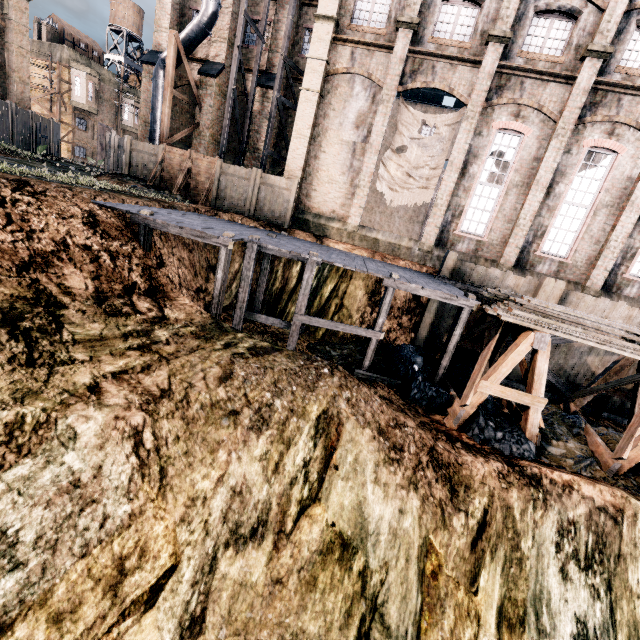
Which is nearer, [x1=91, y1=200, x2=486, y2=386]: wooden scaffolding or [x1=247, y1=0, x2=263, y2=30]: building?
[x1=91, y1=200, x2=486, y2=386]: wooden scaffolding

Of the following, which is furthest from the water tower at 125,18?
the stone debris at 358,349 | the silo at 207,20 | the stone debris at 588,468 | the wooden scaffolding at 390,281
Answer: the stone debris at 588,468

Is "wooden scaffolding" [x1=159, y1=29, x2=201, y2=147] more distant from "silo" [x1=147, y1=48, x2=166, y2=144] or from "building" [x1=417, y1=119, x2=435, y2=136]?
"silo" [x1=147, y1=48, x2=166, y2=144]

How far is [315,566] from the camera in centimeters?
679cm

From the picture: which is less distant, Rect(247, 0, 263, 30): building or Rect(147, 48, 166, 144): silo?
Rect(147, 48, 166, 144): silo

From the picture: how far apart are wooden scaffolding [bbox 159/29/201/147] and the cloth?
13.88m

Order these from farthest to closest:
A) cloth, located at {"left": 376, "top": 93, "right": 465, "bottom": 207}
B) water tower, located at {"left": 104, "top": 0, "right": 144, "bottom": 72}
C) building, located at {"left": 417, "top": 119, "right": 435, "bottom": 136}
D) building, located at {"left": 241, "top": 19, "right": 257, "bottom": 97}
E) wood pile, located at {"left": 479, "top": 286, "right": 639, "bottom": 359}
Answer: water tower, located at {"left": 104, "top": 0, "right": 144, "bottom": 72} < building, located at {"left": 417, "top": 119, "right": 435, "bottom": 136} < building, located at {"left": 241, "top": 19, "right": 257, "bottom": 97} < cloth, located at {"left": 376, "top": 93, "right": 465, "bottom": 207} < wood pile, located at {"left": 479, "top": 286, "right": 639, "bottom": 359}

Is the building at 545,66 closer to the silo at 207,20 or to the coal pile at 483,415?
the silo at 207,20
